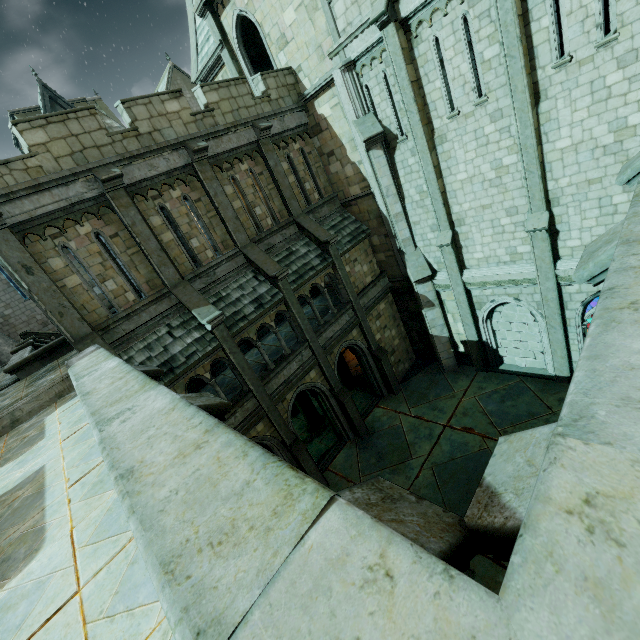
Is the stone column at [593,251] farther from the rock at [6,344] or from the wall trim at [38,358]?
the rock at [6,344]

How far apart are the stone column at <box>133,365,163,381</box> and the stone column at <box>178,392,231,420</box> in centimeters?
229cm

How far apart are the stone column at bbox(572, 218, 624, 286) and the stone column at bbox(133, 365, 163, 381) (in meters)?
6.40

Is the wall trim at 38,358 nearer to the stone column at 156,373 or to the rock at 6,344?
the stone column at 156,373

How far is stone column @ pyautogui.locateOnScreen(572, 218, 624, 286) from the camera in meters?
3.2

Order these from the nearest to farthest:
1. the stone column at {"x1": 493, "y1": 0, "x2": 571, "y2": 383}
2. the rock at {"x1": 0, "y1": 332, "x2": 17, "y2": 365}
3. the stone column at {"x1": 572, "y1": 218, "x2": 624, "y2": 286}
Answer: the stone column at {"x1": 572, "y1": 218, "x2": 624, "y2": 286} < the stone column at {"x1": 493, "y1": 0, "x2": 571, "y2": 383} < the rock at {"x1": 0, "y1": 332, "x2": 17, "y2": 365}

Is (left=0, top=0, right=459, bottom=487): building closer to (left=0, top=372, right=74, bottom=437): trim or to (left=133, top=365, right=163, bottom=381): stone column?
(left=0, top=372, right=74, bottom=437): trim

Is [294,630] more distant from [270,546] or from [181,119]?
[181,119]
